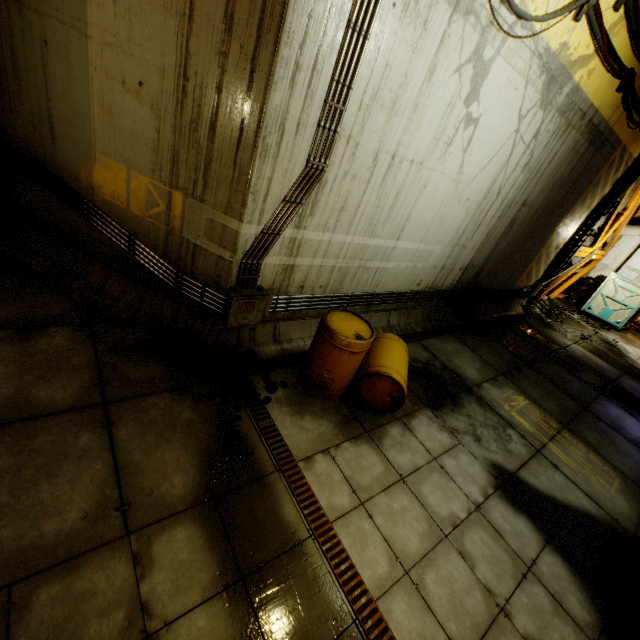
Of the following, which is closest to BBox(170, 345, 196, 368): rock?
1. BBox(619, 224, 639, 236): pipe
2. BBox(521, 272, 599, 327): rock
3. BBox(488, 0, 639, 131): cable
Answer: BBox(488, 0, 639, 131): cable

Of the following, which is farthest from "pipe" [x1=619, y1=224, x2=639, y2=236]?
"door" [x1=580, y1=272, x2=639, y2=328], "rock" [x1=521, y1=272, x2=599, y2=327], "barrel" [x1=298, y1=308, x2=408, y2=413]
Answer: "barrel" [x1=298, y1=308, x2=408, y2=413]

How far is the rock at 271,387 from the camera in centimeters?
461cm

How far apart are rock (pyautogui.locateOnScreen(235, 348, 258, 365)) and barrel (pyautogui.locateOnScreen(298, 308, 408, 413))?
0.7 meters

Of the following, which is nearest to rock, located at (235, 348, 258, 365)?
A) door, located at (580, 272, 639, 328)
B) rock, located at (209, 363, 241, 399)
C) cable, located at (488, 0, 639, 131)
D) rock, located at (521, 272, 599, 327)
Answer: rock, located at (209, 363, 241, 399)

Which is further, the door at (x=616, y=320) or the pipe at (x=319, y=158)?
the door at (x=616, y=320)

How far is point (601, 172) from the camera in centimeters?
877cm
